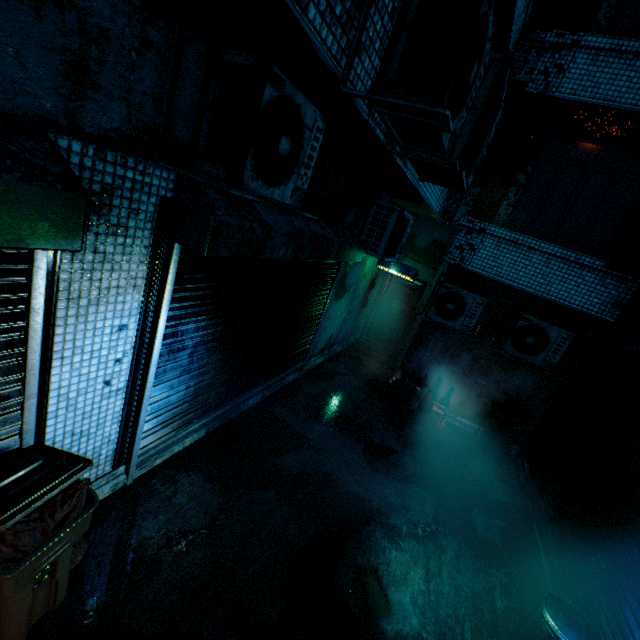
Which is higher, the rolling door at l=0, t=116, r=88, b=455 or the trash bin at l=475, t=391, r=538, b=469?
the rolling door at l=0, t=116, r=88, b=455

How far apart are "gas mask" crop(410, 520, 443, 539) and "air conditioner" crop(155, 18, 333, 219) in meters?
3.8 m

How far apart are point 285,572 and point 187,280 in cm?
280

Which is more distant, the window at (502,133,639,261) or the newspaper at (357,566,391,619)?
the window at (502,133,639,261)

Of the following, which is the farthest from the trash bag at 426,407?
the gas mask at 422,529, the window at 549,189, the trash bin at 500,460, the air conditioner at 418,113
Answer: the air conditioner at 418,113

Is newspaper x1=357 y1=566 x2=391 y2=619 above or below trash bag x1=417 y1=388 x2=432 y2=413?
below

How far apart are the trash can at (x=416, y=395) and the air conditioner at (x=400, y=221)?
2.35m

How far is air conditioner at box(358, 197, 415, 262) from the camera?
5.41m
